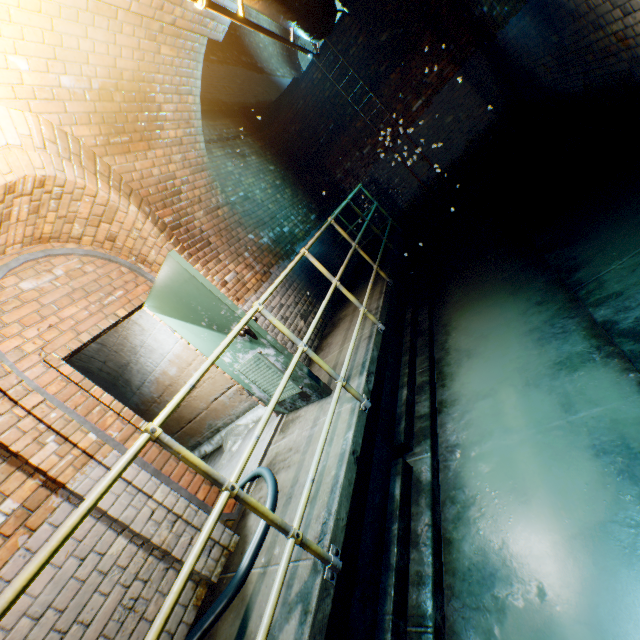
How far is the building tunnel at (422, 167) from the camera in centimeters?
807cm

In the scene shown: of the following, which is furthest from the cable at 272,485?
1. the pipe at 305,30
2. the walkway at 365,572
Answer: the pipe at 305,30

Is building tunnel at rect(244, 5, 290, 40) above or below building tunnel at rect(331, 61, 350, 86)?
above

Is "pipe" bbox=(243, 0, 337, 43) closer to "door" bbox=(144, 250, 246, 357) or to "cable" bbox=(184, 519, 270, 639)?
"door" bbox=(144, 250, 246, 357)

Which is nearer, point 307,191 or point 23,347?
point 23,347

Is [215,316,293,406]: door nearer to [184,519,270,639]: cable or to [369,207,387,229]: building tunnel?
[369,207,387,229]: building tunnel

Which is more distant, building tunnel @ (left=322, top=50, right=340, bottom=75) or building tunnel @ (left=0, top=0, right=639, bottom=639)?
building tunnel @ (left=322, top=50, right=340, bottom=75)

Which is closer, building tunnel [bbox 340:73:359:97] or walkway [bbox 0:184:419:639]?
walkway [bbox 0:184:419:639]
